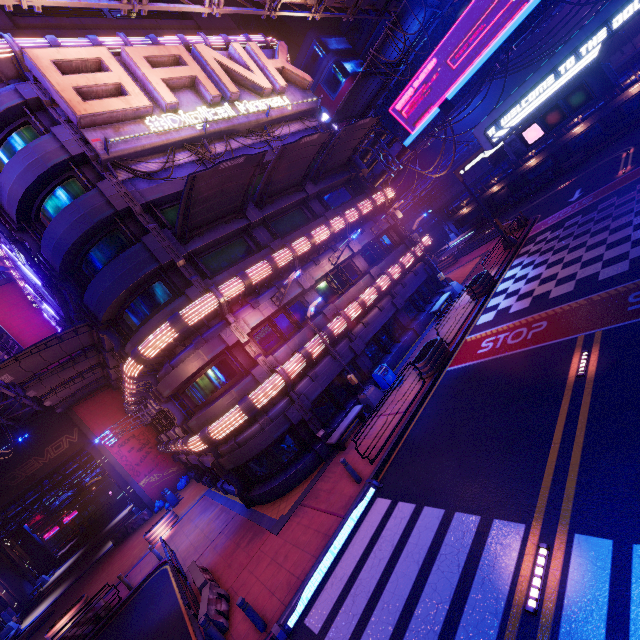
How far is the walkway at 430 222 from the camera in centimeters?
5162cm

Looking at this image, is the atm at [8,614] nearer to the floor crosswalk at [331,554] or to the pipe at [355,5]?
the pipe at [355,5]

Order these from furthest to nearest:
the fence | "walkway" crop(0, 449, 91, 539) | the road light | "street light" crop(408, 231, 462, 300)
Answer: "walkway" crop(0, 449, 91, 539) → "street light" crop(408, 231, 462, 300) → the fence → the road light

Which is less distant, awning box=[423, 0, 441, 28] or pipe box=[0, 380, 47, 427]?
awning box=[423, 0, 441, 28]

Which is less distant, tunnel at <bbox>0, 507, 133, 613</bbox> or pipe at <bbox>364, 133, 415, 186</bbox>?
pipe at <bbox>364, 133, 415, 186</bbox>

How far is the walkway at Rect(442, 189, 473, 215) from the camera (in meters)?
46.88

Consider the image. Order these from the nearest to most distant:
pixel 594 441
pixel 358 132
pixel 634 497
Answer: pixel 634 497 → pixel 594 441 → pixel 358 132

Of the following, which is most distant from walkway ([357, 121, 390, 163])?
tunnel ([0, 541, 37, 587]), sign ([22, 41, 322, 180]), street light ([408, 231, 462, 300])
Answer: tunnel ([0, 541, 37, 587])
